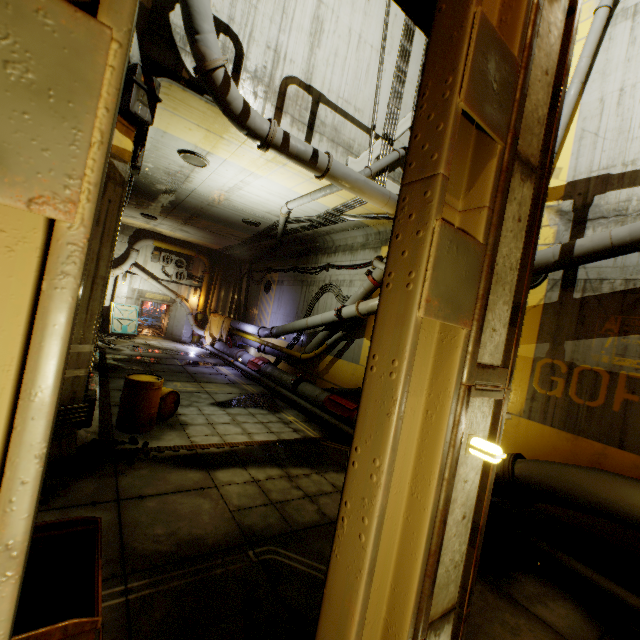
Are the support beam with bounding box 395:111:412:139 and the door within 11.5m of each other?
no

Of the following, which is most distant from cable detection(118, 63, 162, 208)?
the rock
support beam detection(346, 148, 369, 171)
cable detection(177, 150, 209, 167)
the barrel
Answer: the rock

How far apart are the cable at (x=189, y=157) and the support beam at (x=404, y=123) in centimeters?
526cm

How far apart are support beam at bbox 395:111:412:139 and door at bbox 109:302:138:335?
19.0m

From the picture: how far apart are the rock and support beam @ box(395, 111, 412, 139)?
10.2m

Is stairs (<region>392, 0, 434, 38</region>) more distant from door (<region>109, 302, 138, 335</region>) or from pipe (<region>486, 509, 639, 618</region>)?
door (<region>109, 302, 138, 335</region>)

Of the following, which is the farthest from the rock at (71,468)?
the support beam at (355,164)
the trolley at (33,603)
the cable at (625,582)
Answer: the support beam at (355,164)

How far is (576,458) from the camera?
6.42m
